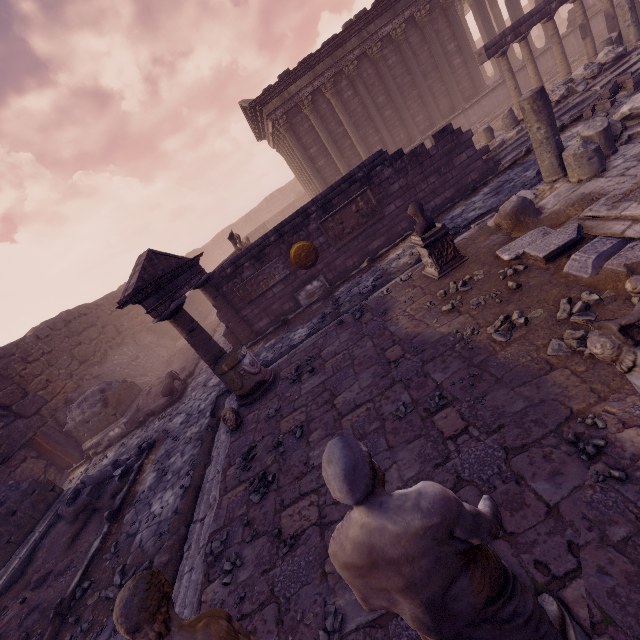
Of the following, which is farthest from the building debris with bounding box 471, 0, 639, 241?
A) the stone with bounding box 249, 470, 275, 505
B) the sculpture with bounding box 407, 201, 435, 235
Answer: the stone with bounding box 249, 470, 275, 505

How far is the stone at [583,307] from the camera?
3.5 meters

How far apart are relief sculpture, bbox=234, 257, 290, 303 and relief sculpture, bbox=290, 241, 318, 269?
0.2m

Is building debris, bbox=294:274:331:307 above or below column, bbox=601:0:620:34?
below

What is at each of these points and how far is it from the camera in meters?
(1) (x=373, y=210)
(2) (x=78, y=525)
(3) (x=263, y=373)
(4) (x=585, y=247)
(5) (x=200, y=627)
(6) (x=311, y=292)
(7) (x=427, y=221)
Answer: (1) relief sculpture, 10.5 m
(2) debris pile, 7.3 m
(3) column base, 7.0 m
(4) debris pile, 4.1 m
(5) sculpture, 1.5 m
(6) building debris, 11.0 m
(7) sculpture, 6.1 m

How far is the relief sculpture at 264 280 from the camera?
10.8m

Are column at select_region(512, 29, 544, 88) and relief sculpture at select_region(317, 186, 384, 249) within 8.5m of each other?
no

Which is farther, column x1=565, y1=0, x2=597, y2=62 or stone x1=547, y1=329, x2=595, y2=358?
column x1=565, y1=0, x2=597, y2=62
